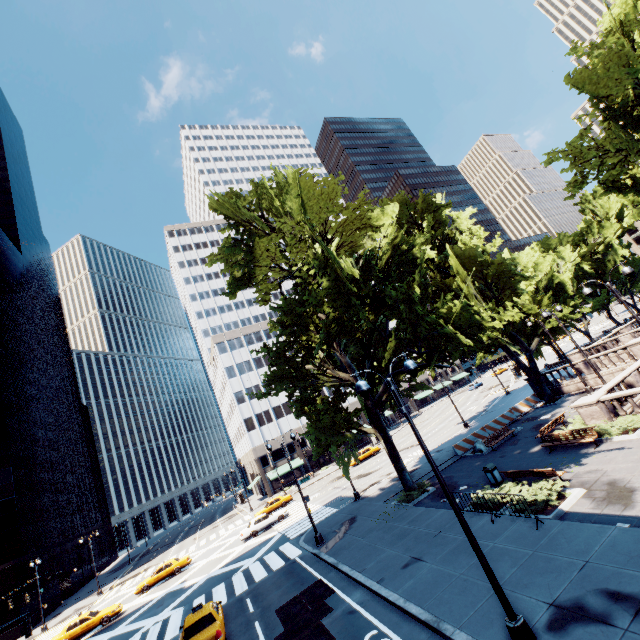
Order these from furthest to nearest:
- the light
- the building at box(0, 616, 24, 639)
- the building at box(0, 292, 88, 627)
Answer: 1. the building at box(0, 292, 88, 627)
2. the building at box(0, 616, 24, 639)
3. the light

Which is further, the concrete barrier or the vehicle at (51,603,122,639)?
the concrete barrier

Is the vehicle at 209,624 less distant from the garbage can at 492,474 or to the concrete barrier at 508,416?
the garbage can at 492,474

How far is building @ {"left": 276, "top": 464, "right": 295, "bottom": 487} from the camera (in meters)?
57.78

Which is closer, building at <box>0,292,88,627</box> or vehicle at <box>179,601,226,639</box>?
vehicle at <box>179,601,226,639</box>

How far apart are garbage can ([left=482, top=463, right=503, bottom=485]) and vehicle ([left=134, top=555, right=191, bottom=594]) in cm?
3210

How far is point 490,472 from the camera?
17.48m

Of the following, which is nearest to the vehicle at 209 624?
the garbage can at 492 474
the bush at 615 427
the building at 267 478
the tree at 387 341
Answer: the tree at 387 341
